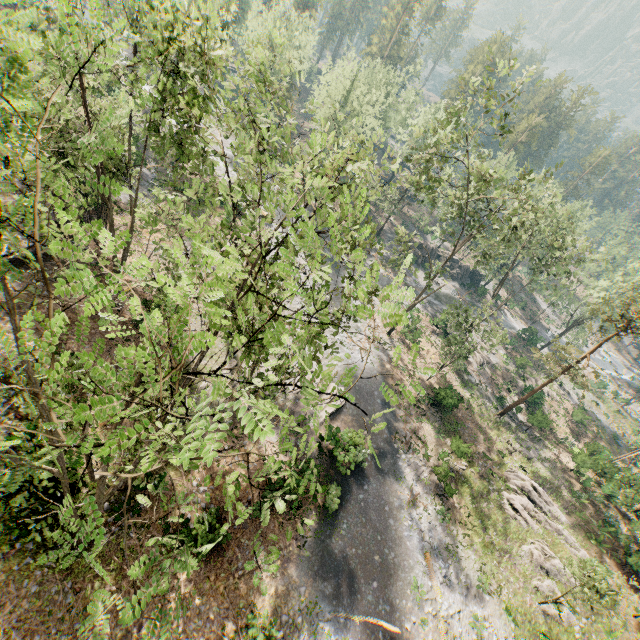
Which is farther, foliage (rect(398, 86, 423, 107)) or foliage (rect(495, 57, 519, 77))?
foliage (rect(398, 86, 423, 107))

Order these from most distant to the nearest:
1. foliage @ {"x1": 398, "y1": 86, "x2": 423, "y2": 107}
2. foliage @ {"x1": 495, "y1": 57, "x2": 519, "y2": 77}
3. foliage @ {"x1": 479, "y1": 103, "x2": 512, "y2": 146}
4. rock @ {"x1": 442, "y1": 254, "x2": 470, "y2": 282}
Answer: rock @ {"x1": 442, "y1": 254, "x2": 470, "y2": 282} < foliage @ {"x1": 398, "y1": 86, "x2": 423, "y2": 107} < foliage @ {"x1": 479, "y1": 103, "x2": 512, "y2": 146} < foliage @ {"x1": 495, "y1": 57, "x2": 519, "y2": 77}

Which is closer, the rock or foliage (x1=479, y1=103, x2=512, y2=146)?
foliage (x1=479, y1=103, x2=512, y2=146)

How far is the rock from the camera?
58.3m

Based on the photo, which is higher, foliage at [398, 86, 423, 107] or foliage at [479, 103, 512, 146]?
foliage at [479, 103, 512, 146]

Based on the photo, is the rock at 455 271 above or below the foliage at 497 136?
below

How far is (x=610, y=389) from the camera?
57.4m

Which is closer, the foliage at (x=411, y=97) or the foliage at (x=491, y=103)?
the foliage at (x=491, y=103)
